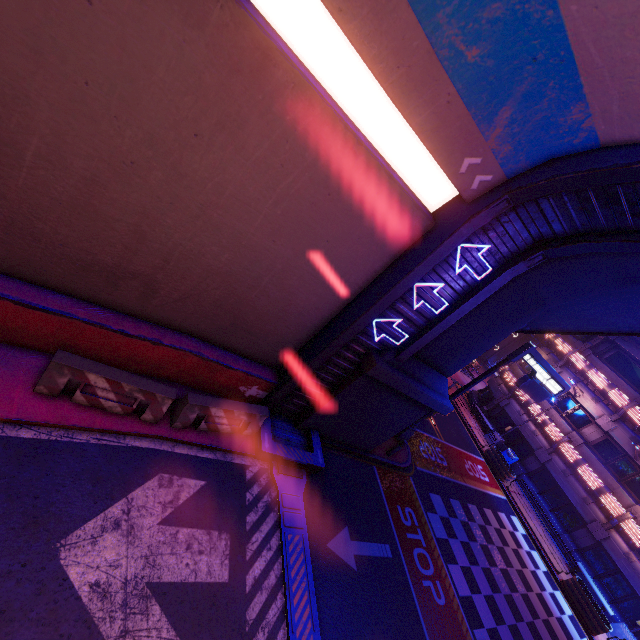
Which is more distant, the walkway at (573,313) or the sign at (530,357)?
the sign at (530,357)

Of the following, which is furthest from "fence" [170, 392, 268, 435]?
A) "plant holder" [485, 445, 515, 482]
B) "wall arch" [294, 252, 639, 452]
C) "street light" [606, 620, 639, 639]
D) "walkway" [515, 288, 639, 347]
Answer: "street light" [606, 620, 639, 639]

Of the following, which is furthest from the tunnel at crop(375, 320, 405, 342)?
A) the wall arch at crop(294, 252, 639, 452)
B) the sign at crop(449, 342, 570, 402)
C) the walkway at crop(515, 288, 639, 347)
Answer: the sign at crop(449, 342, 570, 402)

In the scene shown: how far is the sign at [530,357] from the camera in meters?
13.5 m

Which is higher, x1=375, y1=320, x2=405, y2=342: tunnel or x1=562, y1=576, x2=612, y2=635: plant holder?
x1=375, y1=320, x2=405, y2=342: tunnel

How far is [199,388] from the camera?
9.2m

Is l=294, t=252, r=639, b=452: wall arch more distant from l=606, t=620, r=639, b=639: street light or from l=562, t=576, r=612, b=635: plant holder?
l=606, t=620, r=639, b=639: street light

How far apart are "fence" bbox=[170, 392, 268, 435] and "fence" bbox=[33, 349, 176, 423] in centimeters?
22cm
